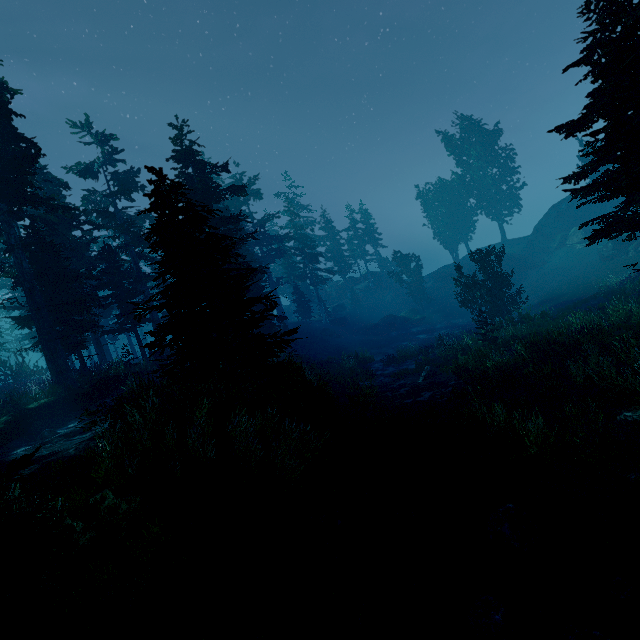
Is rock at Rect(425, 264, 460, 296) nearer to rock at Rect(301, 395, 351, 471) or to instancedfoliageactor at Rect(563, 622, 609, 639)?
instancedfoliageactor at Rect(563, 622, 609, 639)

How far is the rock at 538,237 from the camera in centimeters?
3956cm

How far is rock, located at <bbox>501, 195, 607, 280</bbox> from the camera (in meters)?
39.56

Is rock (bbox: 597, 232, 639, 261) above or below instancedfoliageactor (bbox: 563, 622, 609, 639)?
above

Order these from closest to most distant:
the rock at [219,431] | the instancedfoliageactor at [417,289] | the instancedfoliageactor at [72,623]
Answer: the instancedfoliageactor at [72,623] < the rock at [219,431] < the instancedfoliageactor at [417,289]

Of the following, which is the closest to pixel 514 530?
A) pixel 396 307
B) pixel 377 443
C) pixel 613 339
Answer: pixel 377 443

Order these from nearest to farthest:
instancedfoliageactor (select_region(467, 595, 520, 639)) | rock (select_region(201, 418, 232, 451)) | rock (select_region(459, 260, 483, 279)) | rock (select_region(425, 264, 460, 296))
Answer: instancedfoliageactor (select_region(467, 595, 520, 639)) < rock (select_region(201, 418, 232, 451)) < rock (select_region(459, 260, 483, 279)) < rock (select_region(425, 264, 460, 296))

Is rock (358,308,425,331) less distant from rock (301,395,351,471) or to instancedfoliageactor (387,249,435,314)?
instancedfoliageactor (387,249,435,314)
